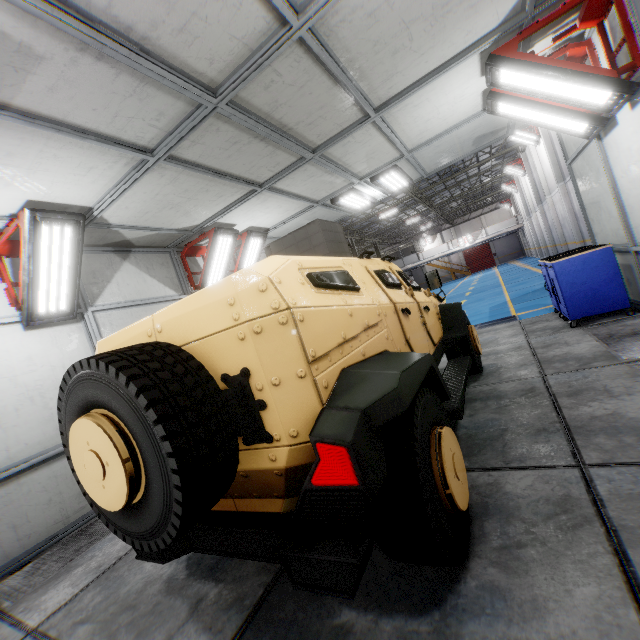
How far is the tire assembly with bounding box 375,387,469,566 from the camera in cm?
163

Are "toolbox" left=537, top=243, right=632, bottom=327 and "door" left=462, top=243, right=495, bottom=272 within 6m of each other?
no

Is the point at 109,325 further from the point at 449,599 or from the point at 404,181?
the point at 404,181

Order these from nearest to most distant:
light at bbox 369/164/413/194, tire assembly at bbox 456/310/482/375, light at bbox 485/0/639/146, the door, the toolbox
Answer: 1. light at bbox 485/0/639/146
2. tire assembly at bbox 456/310/482/375
3. the toolbox
4. light at bbox 369/164/413/194
5. the door

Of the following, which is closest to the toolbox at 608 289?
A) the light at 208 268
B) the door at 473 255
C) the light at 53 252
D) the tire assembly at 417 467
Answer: the tire assembly at 417 467

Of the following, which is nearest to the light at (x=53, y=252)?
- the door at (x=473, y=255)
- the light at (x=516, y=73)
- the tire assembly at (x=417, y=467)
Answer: the tire assembly at (x=417, y=467)

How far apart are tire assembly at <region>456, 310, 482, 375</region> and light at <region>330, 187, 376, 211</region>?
3.6 meters

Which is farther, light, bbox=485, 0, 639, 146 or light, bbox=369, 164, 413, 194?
light, bbox=369, 164, 413, 194
